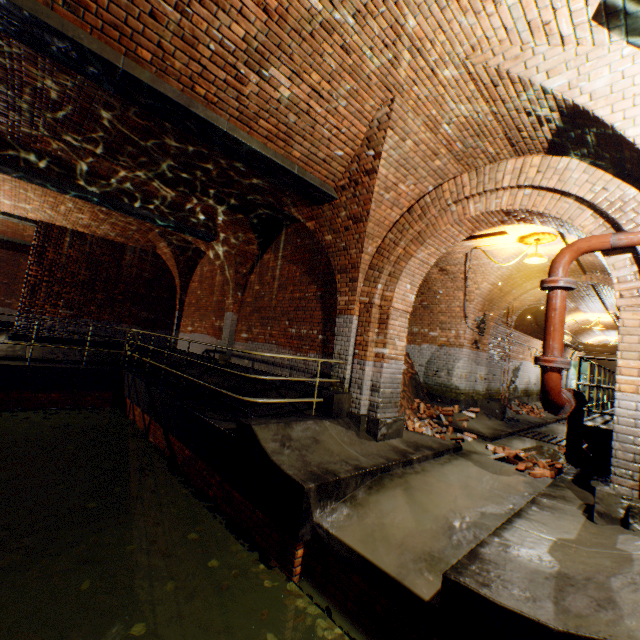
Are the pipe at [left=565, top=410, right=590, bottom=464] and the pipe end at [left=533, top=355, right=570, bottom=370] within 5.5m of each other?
yes

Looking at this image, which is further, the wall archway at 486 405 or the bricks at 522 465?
the wall archway at 486 405

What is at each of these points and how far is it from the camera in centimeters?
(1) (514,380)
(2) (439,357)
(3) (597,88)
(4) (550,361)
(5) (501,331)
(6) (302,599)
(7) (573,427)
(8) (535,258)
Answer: (1) building tunnel, 1363cm
(2) building tunnel, 1055cm
(3) support arch, 317cm
(4) pipe end, 391cm
(5) building tunnel, 1207cm
(6) leaves, 349cm
(7) pipe, 526cm
(8) ceiling light, 704cm

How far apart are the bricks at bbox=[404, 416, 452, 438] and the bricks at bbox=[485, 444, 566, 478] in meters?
1.0 m

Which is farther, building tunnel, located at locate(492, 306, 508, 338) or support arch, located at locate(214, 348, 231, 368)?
building tunnel, located at locate(492, 306, 508, 338)

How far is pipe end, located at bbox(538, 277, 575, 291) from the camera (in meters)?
3.96

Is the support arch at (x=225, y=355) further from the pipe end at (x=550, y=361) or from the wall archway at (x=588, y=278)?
the pipe end at (x=550, y=361)

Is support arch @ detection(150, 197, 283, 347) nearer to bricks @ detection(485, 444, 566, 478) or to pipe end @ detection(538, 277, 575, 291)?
pipe end @ detection(538, 277, 575, 291)
